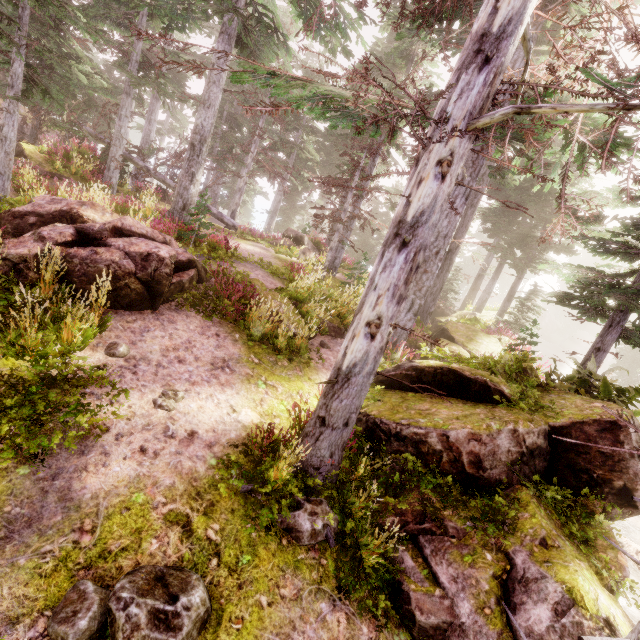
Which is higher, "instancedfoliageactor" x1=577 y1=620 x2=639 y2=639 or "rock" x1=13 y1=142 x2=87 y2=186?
"rock" x1=13 y1=142 x2=87 y2=186

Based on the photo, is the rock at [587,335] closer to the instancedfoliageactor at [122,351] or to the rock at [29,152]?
the instancedfoliageactor at [122,351]

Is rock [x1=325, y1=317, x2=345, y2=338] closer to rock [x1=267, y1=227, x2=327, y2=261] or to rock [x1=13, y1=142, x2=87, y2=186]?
rock [x1=267, y1=227, x2=327, y2=261]

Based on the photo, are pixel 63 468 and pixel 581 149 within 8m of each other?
no

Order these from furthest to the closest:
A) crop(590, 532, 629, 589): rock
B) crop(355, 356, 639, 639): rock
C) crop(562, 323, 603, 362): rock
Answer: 1. crop(562, 323, 603, 362): rock
2. crop(590, 532, 629, 589): rock
3. crop(355, 356, 639, 639): rock

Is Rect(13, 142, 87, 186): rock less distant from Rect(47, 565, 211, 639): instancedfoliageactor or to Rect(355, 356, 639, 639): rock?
Rect(47, 565, 211, 639): instancedfoliageactor

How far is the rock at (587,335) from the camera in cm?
5269

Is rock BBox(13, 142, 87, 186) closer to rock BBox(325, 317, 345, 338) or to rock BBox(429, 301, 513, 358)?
rock BBox(325, 317, 345, 338)
